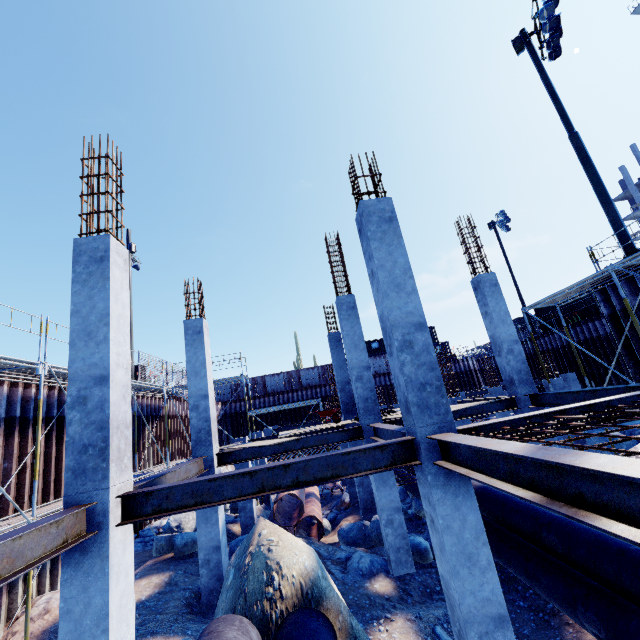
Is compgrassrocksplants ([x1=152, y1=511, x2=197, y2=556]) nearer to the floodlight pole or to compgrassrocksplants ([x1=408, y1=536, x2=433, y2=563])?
compgrassrocksplants ([x1=408, y1=536, x2=433, y2=563])

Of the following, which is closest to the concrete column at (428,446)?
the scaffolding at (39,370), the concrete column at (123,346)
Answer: the concrete column at (123,346)

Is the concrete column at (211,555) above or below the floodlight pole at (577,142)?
below

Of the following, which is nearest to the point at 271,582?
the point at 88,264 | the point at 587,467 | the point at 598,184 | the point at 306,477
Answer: the point at 306,477

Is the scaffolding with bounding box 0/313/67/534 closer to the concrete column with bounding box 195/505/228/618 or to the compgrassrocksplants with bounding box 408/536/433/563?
the concrete column with bounding box 195/505/228/618

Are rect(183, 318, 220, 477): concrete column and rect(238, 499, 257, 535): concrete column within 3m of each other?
no

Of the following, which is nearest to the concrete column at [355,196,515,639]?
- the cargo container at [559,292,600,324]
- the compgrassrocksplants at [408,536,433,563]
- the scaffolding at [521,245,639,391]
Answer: the compgrassrocksplants at [408,536,433,563]

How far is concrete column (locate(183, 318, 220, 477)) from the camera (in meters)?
9.20
